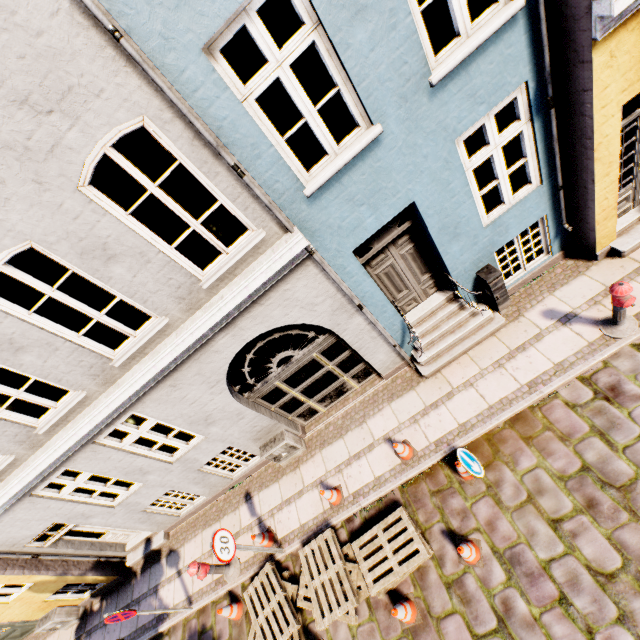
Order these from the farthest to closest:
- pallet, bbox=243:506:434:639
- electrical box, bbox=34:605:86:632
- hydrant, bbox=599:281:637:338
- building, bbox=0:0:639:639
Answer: electrical box, bbox=34:605:86:632 → pallet, bbox=243:506:434:639 → hydrant, bbox=599:281:637:338 → building, bbox=0:0:639:639

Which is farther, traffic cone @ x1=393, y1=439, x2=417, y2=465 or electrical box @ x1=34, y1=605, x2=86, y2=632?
electrical box @ x1=34, y1=605, x2=86, y2=632

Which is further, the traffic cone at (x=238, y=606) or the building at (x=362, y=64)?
the traffic cone at (x=238, y=606)

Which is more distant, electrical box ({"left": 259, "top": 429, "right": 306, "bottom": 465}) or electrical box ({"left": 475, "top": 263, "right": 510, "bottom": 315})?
electrical box ({"left": 259, "top": 429, "right": 306, "bottom": 465})

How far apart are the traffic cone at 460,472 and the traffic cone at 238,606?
5.2m

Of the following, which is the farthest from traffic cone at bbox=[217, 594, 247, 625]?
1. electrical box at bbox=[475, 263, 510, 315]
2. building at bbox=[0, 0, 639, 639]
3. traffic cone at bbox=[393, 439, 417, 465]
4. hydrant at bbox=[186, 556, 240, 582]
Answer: electrical box at bbox=[475, 263, 510, 315]

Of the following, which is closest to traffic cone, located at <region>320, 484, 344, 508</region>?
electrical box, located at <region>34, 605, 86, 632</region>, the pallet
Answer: the pallet

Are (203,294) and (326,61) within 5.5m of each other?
yes
